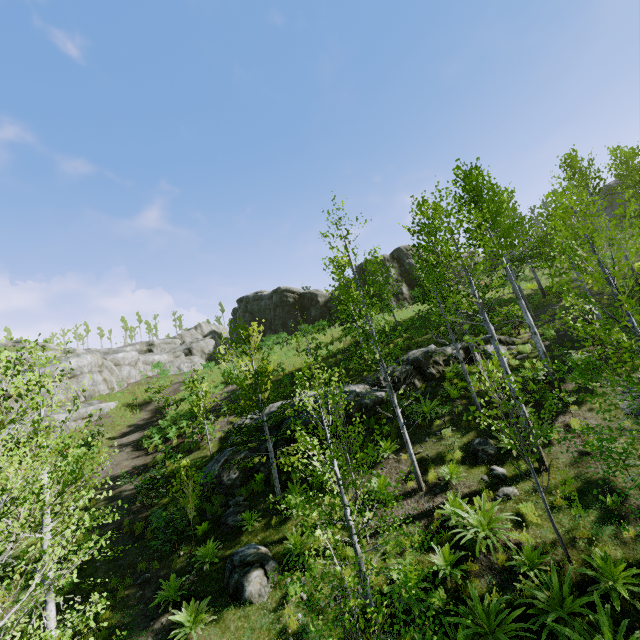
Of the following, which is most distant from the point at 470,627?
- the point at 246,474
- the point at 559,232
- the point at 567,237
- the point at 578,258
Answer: the point at 567,237

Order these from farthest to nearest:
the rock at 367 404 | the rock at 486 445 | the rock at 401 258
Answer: the rock at 401 258
the rock at 367 404
the rock at 486 445

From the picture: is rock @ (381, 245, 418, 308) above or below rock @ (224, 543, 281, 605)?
above

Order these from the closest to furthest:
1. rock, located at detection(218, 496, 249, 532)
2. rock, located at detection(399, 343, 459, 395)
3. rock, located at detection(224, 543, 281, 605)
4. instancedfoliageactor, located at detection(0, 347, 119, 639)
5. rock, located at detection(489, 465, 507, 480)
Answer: instancedfoliageactor, located at detection(0, 347, 119, 639) → rock, located at detection(224, 543, 281, 605) → rock, located at detection(489, 465, 507, 480) → rock, located at detection(218, 496, 249, 532) → rock, located at detection(399, 343, 459, 395)

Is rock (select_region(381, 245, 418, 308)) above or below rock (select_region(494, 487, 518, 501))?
above

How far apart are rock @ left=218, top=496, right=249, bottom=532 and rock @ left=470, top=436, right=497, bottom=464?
8.3 meters

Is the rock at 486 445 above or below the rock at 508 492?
above

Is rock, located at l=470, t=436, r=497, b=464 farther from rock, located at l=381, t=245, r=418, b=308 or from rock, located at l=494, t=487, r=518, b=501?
rock, located at l=381, t=245, r=418, b=308
